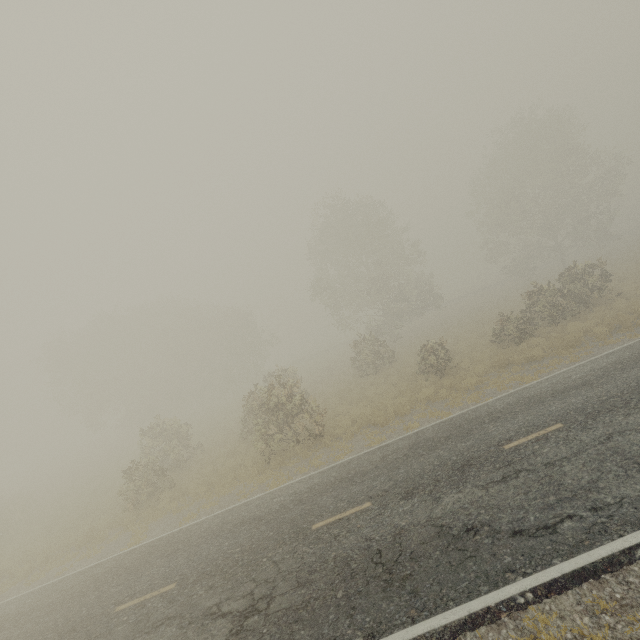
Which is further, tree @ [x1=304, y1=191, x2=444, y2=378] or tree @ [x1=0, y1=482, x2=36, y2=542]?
tree @ [x1=304, y1=191, x2=444, y2=378]

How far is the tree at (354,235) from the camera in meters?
31.8 m

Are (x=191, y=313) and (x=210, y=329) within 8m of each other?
yes

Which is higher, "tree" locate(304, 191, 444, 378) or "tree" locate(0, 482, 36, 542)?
"tree" locate(304, 191, 444, 378)

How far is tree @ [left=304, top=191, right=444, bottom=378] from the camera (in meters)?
31.78

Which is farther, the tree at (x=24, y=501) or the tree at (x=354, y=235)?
the tree at (x=354, y=235)
